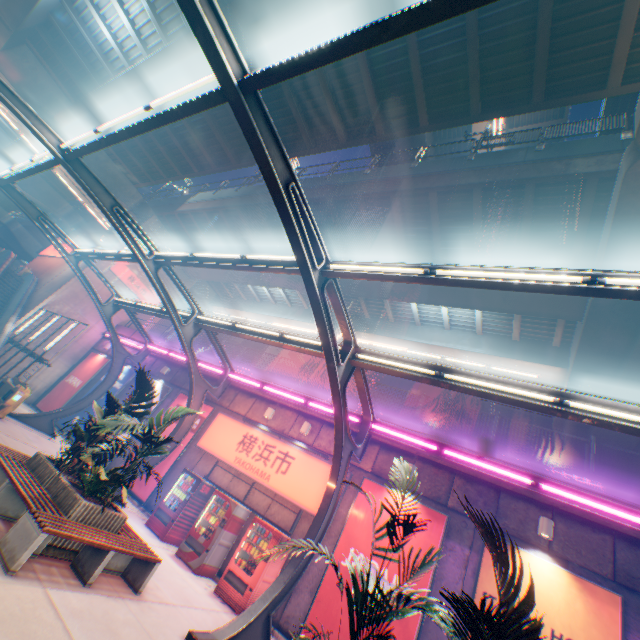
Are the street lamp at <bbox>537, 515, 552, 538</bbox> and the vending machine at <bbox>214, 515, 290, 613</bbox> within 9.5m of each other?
yes

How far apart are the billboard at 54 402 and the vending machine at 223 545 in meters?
14.2

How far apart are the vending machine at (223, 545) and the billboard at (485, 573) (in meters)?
6.64

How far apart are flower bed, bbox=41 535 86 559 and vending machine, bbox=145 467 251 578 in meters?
4.0

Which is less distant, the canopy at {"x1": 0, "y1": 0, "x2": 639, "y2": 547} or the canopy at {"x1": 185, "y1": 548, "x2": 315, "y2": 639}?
the canopy at {"x1": 0, "y1": 0, "x2": 639, "y2": 547}

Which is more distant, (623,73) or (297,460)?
(297,460)

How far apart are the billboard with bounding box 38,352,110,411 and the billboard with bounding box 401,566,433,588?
18.4 meters

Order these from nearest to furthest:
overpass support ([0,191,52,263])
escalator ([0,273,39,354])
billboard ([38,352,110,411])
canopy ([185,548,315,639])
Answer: canopy ([185,548,315,639]) → escalator ([0,273,39,354]) → billboard ([38,352,110,411]) → overpass support ([0,191,52,263])
